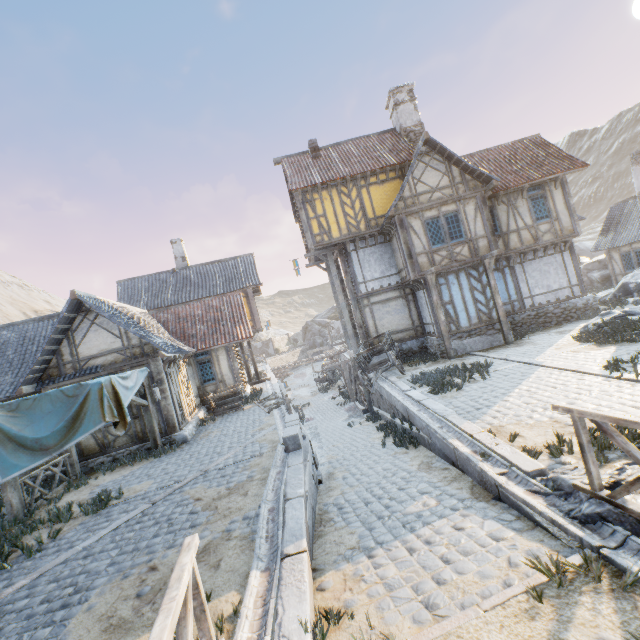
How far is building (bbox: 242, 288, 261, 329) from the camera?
23.42m

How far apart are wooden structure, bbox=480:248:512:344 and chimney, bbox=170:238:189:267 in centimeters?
2022cm

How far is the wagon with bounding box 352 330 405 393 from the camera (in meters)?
13.77

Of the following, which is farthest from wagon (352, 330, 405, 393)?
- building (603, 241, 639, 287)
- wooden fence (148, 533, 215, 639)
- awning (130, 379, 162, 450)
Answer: building (603, 241, 639, 287)

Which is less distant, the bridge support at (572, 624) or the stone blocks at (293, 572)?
the bridge support at (572, 624)

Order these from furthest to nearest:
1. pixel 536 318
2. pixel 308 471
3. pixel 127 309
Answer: pixel 536 318 < pixel 127 309 < pixel 308 471

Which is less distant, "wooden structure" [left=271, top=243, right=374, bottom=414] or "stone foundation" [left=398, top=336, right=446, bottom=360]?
"stone foundation" [left=398, top=336, right=446, bottom=360]

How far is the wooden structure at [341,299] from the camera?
17.2m
